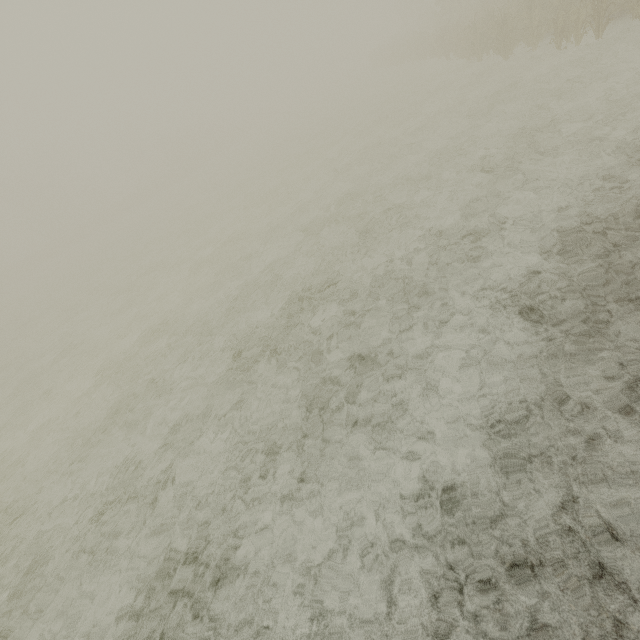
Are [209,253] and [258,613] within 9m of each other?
no
